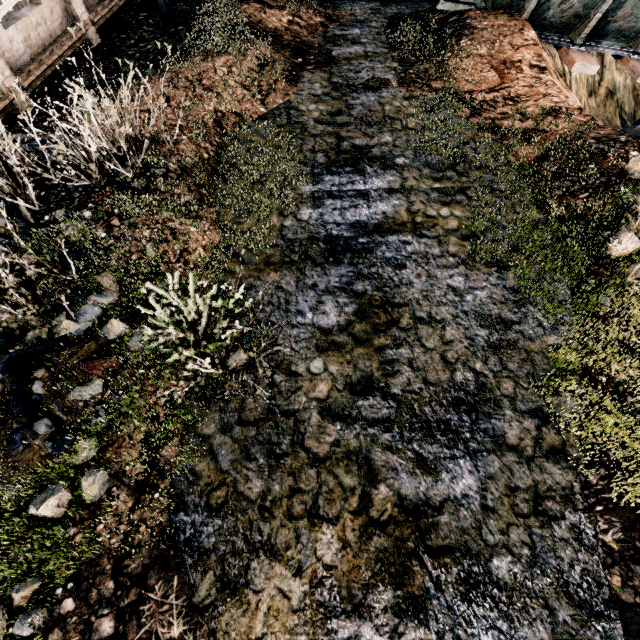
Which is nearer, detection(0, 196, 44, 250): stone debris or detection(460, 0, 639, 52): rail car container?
detection(0, 196, 44, 250): stone debris

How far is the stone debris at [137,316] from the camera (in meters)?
4.53

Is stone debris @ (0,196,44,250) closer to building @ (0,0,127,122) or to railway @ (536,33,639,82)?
building @ (0,0,127,122)

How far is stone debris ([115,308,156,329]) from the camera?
4.5 meters

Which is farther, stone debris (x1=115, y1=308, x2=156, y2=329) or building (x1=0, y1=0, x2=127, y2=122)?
building (x1=0, y1=0, x2=127, y2=122)

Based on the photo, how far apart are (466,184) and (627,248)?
2.8m

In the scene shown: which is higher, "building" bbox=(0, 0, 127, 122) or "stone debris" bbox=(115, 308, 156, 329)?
"building" bbox=(0, 0, 127, 122)

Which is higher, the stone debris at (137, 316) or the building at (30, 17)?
the building at (30, 17)
